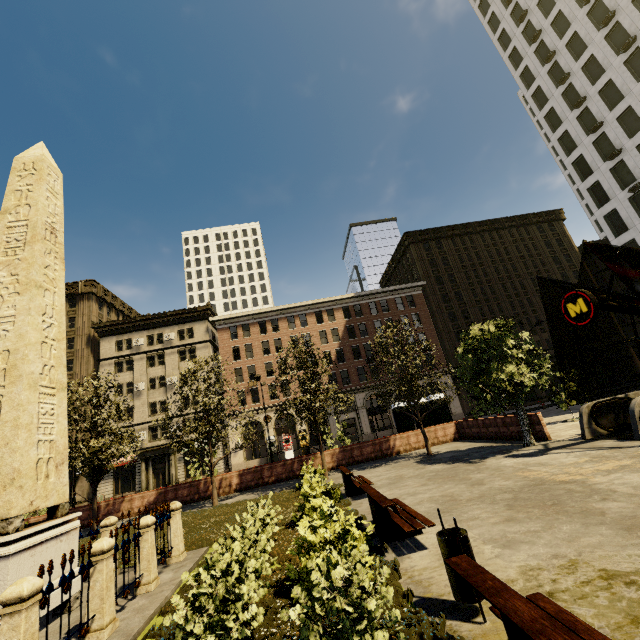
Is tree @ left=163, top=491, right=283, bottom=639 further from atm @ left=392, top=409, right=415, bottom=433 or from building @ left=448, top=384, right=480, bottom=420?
atm @ left=392, top=409, right=415, bottom=433

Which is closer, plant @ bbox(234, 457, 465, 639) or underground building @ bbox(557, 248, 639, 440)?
plant @ bbox(234, 457, 465, 639)

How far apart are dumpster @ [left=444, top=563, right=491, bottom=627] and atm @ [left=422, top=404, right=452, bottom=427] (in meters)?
19.73

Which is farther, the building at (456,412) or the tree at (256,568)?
the building at (456,412)

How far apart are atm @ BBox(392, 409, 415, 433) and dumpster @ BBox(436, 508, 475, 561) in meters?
18.8

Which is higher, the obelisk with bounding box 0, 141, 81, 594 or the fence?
the obelisk with bounding box 0, 141, 81, 594

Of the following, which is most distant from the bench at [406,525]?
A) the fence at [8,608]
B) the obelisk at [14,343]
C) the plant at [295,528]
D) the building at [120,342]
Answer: the building at [120,342]

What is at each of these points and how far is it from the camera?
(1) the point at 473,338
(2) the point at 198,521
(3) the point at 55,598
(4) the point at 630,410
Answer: (1) tree, 15.18m
(2) plant, 13.17m
(3) obelisk, 6.20m
(4) underground building, 11.27m
